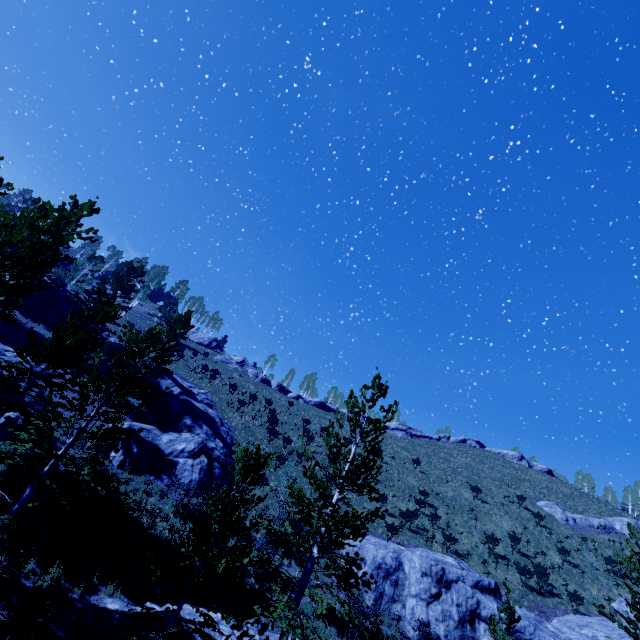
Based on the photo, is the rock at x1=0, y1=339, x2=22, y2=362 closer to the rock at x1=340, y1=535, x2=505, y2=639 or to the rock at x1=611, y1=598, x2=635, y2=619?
the rock at x1=340, y1=535, x2=505, y2=639

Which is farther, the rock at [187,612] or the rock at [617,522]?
the rock at [617,522]

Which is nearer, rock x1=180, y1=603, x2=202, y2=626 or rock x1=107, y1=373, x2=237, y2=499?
rock x1=180, y1=603, x2=202, y2=626

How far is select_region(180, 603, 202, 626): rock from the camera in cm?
1191

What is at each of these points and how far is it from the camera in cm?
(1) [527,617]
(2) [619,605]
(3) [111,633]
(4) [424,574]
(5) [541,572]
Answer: (1) rock, 2062
(2) rock, 2397
(3) rock, 1057
(4) rock, 1889
(5) instancedfoliageactor, 2452

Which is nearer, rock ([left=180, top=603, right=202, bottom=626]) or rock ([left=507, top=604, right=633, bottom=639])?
rock ([left=180, top=603, right=202, bottom=626])

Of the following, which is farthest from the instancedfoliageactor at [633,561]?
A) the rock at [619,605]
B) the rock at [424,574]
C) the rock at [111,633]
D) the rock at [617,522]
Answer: the rock at [617,522]

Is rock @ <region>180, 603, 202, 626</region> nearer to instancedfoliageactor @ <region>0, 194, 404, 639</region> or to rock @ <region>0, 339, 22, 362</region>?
instancedfoliageactor @ <region>0, 194, 404, 639</region>
